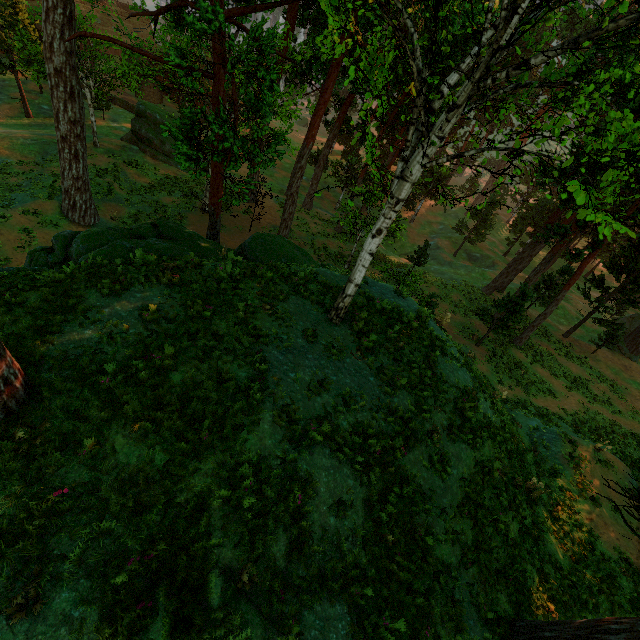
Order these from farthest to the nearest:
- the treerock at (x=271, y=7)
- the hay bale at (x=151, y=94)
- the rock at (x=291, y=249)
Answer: the hay bale at (x=151, y=94)
the rock at (x=291, y=249)
the treerock at (x=271, y=7)

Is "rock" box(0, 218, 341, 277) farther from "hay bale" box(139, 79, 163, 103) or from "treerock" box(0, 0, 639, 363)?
"hay bale" box(139, 79, 163, 103)

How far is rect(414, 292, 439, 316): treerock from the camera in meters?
14.2

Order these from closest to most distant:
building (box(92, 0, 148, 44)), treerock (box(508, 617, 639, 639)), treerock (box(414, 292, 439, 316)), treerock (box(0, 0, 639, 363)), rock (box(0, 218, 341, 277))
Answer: treerock (box(0, 0, 639, 363)) < treerock (box(508, 617, 639, 639)) < rock (box(0, 218, 341, 277)) < treerock (box(414, 292, 439, 316)) < building (box(92, 0, 148, 44))

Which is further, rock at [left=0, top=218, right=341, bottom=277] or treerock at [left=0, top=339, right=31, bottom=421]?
rock at [left=0, top=218, right=341, bottom=277]

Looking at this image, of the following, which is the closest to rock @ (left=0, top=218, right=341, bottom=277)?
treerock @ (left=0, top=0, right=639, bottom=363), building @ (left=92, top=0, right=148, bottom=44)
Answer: treerock @ (left=0, top=0, right=639, bottom=363)

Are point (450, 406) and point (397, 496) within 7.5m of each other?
yes

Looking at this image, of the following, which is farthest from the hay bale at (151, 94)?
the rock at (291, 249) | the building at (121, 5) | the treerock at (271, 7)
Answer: the rock at (291, 249)
